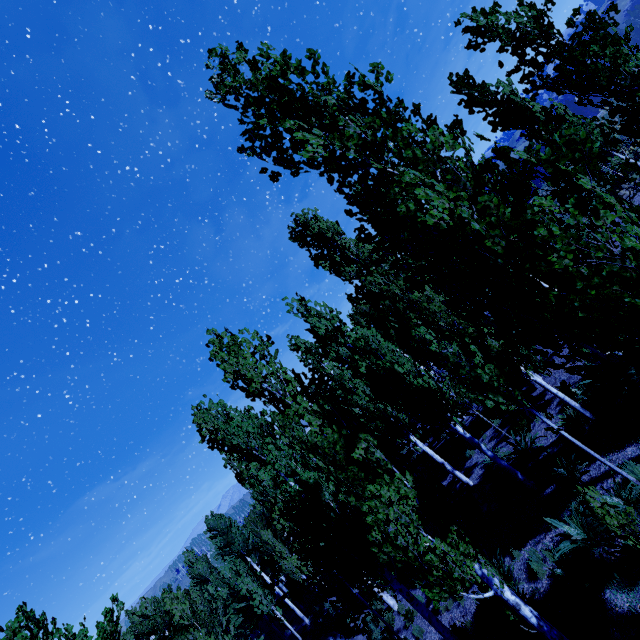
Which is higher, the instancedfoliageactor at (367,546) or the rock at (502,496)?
→ the instancedfoliageactor at (367,546)

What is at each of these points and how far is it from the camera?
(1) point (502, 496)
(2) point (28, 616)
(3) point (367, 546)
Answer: (1) rock, 11.4m
(2) instancedfoliageactor, 5.2m
(3) instancedfoliageactor, 9.3m

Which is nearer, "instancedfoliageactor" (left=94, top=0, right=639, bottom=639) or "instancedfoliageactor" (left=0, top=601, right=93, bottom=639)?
"instancedfoliageactor" (left=94, top=0, right=639, bottom=639)

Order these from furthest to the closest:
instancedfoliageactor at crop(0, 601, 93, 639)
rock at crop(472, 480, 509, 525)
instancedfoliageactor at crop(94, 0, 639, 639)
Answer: rock at crop(472, 480, 509, 525) < instancedfoliageactor at crop(0, 601, 93, 639) < instancedfoliageactor at crop(94, 0, 639, 639)

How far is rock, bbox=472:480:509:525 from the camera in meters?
11.4 m

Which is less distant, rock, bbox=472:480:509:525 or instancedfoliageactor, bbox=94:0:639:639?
instancedfoliageactor, bbox=94:0:639:639
